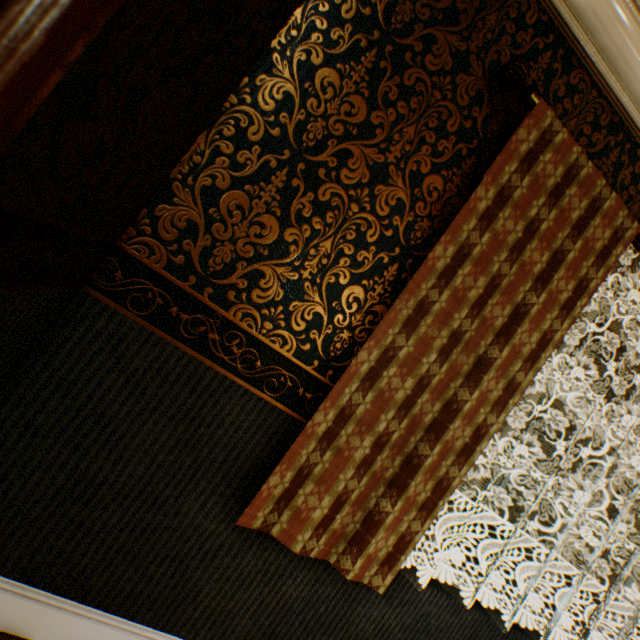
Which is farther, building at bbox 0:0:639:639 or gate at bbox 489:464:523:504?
gate at bbox 489:464:523:504

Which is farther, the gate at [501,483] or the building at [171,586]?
the gate at [501,483]

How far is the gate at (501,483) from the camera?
20.1 meters

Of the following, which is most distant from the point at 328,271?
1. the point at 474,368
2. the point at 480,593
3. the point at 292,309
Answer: the point at 480,593

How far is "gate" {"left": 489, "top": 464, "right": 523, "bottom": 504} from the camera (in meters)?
20.06
